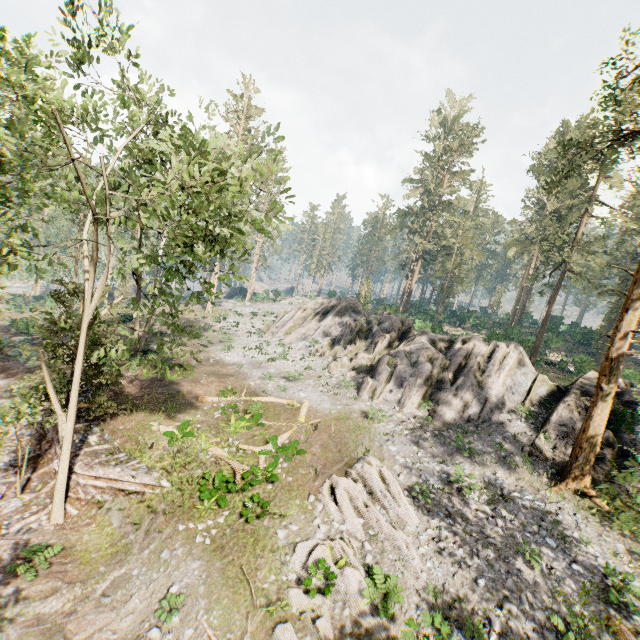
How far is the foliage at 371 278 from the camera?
43.5m

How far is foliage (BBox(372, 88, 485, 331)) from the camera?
47.4 meters

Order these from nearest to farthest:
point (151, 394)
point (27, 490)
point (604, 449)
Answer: point (27, 490)
point (604, 449)
point (151, 394)

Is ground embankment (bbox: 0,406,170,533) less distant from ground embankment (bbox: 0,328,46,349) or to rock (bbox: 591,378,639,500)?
ground embankment (bbox: 0,328,46,349)

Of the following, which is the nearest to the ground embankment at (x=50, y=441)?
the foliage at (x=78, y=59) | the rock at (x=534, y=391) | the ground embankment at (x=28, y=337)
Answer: the foliage at (x=78, y=59)

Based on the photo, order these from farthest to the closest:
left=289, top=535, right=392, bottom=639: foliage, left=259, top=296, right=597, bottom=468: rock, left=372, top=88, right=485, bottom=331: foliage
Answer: left=372, top=88, right=485, bottom=331: foliage
left=259, top=296, right=597, bottom=468: rock
left=289, top=535, right=392, bottom=639: foliage

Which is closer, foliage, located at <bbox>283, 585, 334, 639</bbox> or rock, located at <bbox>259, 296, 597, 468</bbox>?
foliage, located at <bbox>283, 585, 334, 639</bbox>

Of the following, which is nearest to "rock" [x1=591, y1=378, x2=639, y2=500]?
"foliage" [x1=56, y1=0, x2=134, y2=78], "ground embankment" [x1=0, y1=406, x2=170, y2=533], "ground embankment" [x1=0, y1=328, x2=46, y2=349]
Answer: "foliage" [x1=56, y1=0, x2=134, y2=78]
